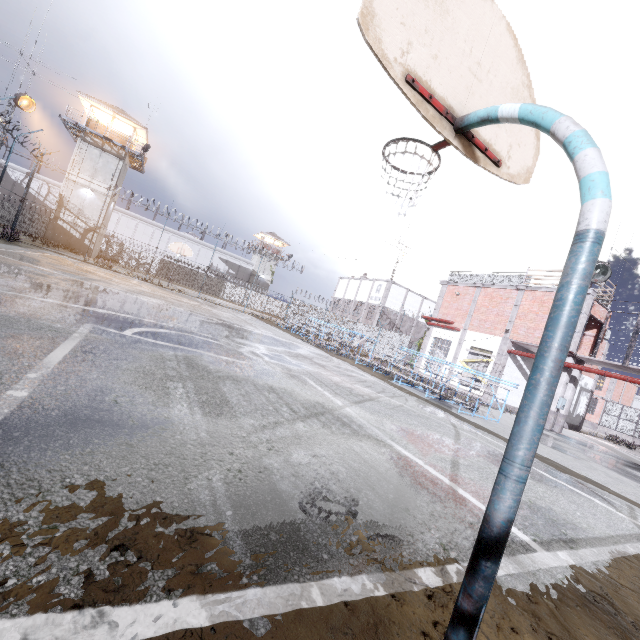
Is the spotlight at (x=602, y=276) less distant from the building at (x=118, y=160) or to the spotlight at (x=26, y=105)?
the spotlight at (x=26, y=105)

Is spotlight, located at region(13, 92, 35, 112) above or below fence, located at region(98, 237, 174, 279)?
above

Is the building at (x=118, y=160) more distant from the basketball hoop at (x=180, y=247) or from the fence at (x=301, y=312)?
the basketball hoop at (x=180, y=247)

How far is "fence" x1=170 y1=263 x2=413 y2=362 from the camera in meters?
28.9

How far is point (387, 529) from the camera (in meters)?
2.45

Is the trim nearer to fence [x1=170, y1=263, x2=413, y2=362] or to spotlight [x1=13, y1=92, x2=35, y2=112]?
fence [x1=170, y1=263, x2=413, y2=362]

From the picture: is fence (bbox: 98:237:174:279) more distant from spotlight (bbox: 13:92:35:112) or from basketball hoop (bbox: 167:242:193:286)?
spotlight (bbox: 13:92:35:112)

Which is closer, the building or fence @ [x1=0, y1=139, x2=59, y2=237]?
fence @ [x1=0, y1=139, x2=59, y2=237]
